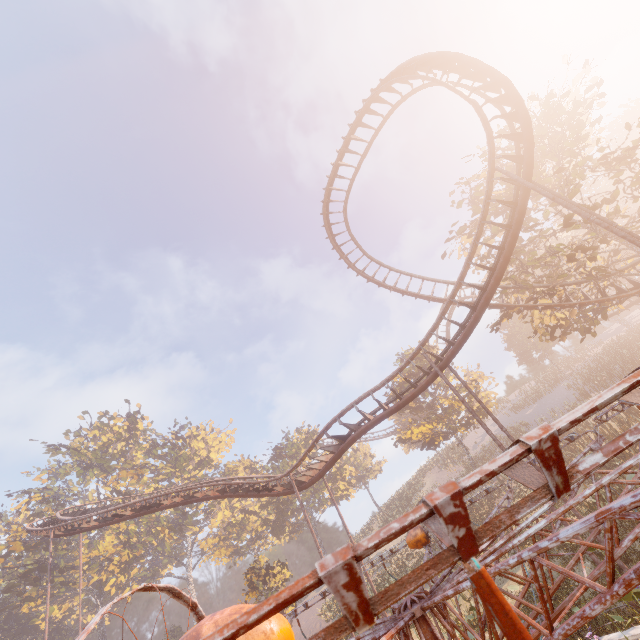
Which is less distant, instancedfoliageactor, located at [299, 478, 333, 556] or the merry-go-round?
the merry-go-round

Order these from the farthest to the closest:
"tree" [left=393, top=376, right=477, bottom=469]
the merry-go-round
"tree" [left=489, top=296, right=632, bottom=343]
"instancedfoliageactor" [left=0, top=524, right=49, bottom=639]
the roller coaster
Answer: "instancedfoliageactor" [left=0, top=524, right=49, bottom=639] < "tree" [left=393, top=376, right=477, bottom=469] < "tree" [left=489, top=296, right=632, bottom=343] < the roller coaster < the merry-go-round

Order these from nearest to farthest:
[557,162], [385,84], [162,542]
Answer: [385,84] → [557,162] → [162,542]

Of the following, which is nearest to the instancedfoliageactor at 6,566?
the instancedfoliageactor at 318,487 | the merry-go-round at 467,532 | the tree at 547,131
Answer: the instancedfoliageactor at 318,487

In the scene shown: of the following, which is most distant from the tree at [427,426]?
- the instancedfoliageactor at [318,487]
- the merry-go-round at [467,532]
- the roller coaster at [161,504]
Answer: the instancedfoliageactor at [318,487]

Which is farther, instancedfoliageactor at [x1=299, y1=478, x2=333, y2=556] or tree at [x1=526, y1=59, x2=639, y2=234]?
instancedfoliageactor at [x1=299, y1=478, x2=333, y2=556]

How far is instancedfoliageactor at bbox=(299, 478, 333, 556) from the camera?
43.8m

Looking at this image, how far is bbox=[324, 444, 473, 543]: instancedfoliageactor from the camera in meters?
45.7
